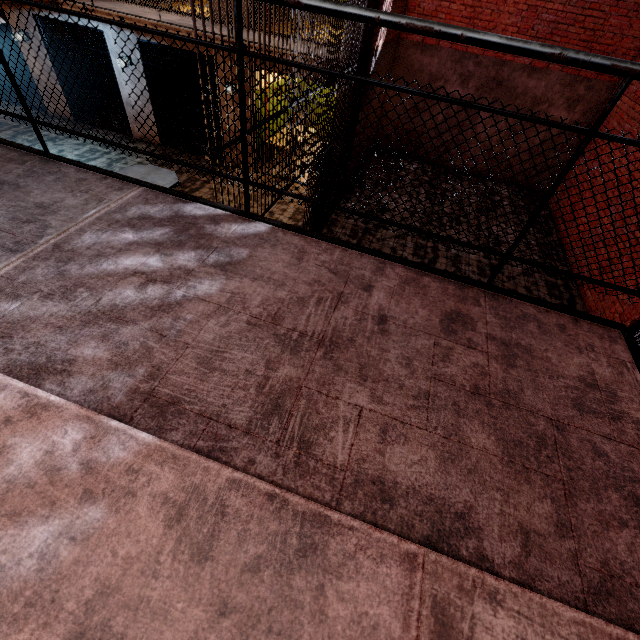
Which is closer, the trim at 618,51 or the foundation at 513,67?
the trim at 618,51

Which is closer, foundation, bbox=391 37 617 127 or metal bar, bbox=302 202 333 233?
metal bar, bbox=302 202 333 233

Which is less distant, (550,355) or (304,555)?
(304,555)

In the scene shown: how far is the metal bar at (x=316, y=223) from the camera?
5.6m

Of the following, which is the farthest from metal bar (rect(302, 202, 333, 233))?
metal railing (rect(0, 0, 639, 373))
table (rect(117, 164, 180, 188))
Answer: table (rect(117, 164, 180, 188))

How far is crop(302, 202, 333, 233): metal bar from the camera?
5.6m

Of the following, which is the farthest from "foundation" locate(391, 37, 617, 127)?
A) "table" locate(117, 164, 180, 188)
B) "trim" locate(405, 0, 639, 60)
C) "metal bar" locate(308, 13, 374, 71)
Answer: "table" locate(117, 164, 180, 188)

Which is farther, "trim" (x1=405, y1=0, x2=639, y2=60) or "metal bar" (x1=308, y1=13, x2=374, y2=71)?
"trim" (x1=405, y1=0, x2=639, y2=60)
